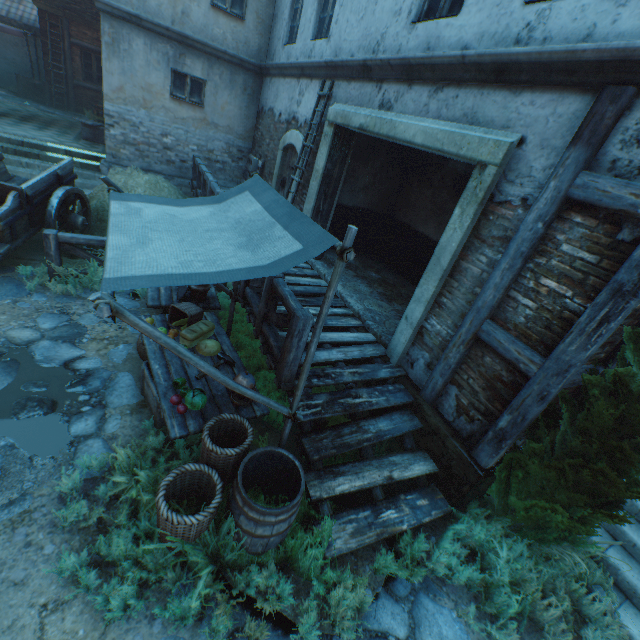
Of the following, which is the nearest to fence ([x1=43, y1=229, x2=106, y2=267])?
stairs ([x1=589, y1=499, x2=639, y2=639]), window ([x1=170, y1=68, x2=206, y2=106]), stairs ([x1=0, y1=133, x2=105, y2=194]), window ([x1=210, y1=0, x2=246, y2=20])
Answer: window ([x1=170, y1=68, x2=206, y2=106])

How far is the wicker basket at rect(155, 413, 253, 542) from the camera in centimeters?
266cm

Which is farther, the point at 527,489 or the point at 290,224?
the point at 527,489

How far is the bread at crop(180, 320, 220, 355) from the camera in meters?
4.3 m

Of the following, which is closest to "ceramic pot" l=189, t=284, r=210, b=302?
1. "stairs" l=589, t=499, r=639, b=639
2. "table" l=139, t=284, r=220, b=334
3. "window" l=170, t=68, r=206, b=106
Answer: "table" l=139, t=284, r=220, b=334

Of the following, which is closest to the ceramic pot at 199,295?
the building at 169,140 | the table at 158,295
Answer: the table at 158,295

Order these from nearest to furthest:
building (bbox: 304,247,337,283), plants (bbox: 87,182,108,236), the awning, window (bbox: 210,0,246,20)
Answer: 1. the awning
2. building (bbox: 304,247,337,283)
3. plants (bbox: 87,182,108,236)
4. window (bbox: 210,0,246,20)

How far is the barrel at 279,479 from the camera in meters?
2.7 m
